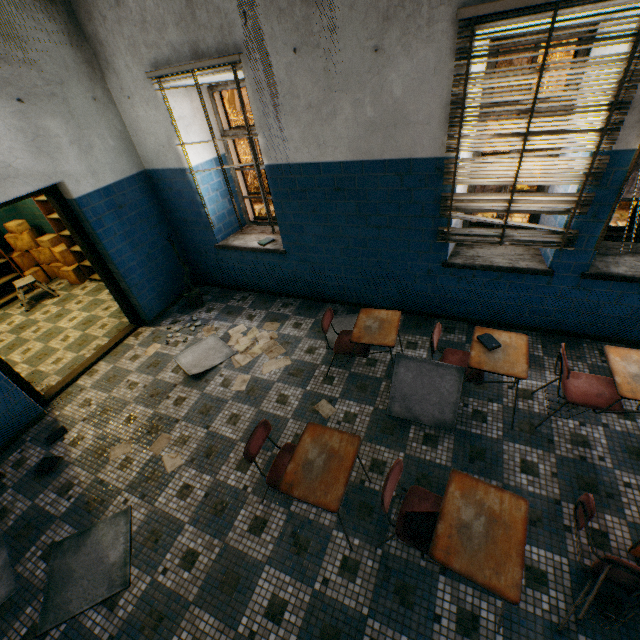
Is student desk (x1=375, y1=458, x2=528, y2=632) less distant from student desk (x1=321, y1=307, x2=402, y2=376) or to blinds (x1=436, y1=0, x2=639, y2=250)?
student desk (x1=321, y1=307, x2=402, y2=376)

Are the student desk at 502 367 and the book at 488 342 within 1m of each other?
yes

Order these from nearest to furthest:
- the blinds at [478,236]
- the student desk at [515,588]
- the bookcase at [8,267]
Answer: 1. the student desk at [515,588]
2. the blinds at [478,236]
3. the bookcase at [8,267]

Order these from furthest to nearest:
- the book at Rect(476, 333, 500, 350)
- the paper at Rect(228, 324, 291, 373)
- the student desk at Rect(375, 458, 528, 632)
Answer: the paper at Rect(228, 324, 291, 373) → the book at Rect(476, 333, 500, 350) → the student desk at Rect(375, 458, 528, 632)

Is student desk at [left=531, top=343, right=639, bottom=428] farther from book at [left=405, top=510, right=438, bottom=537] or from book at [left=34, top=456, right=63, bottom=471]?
book at [left=34, top=456, right=63, bottom=471]

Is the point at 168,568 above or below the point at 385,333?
below

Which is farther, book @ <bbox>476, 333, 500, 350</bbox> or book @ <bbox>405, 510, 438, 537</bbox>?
book @ <bbox>476, 333, 500, 350</bbox>

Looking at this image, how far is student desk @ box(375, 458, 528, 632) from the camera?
1.7 meters
